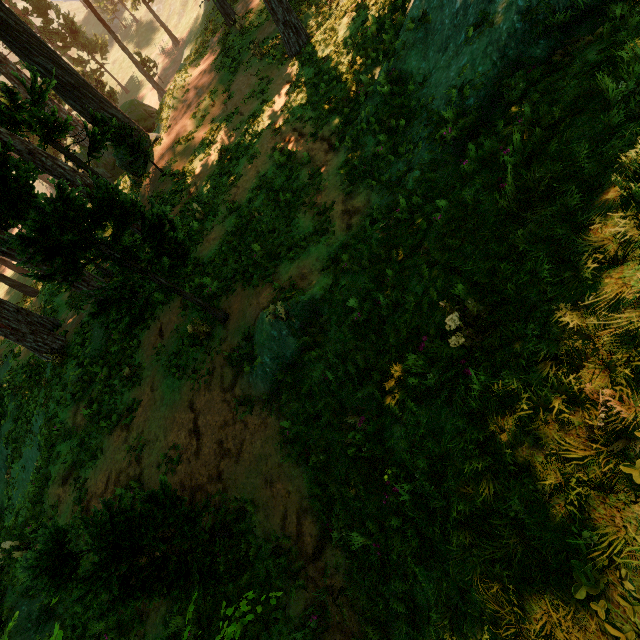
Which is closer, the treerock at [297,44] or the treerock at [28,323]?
the treerock at [28,323]

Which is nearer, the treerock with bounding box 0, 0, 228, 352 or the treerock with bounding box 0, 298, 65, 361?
the treerock with bounding box 0, 0, 228, 352

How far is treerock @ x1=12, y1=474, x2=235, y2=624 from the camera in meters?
4.1

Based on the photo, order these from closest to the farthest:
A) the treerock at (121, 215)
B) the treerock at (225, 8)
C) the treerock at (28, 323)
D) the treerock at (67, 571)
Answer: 1. the treerock at (67, 571)
2. the treerock at (121, 215)
3. the treerock at (28, 323)
4. the treerock at (225, 8)

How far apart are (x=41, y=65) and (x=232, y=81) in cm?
953

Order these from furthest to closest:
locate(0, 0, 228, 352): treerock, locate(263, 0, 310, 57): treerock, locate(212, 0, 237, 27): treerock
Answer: locate(212, 0, 237, 27): treerock < locate(263, 0, 310, 57): treerock < locate(0, 0, 228, 352): treerock

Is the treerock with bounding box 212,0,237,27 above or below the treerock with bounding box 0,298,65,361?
above
